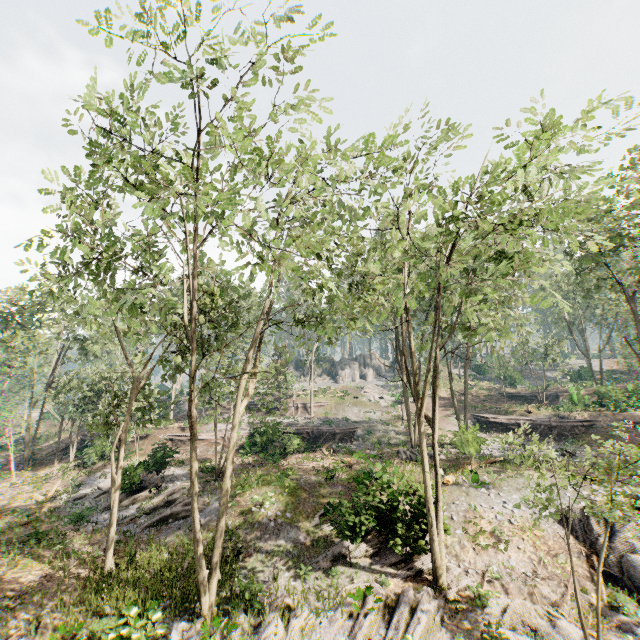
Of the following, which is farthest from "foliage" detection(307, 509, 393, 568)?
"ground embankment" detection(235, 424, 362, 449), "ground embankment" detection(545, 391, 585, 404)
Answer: "ground embankment" detection(545, 391, 585, 404)

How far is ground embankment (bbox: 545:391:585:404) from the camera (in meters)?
33.59

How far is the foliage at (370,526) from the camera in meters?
13.6 m

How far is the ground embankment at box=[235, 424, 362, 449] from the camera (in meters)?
27.19

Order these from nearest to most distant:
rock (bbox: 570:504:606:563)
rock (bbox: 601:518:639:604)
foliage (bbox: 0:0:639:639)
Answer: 1. foliage (bbox: 0:0:639:639)
2. rock (bbox: 601:518:639:604)
3. rock (bbox: 570:504:606:563)

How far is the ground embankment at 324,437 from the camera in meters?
27.2 m

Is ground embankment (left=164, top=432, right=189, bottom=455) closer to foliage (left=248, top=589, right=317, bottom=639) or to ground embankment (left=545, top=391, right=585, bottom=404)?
foliage (left=248, top=589, right=317, bottom=639)

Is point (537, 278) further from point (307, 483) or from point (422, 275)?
point (307, 483)
